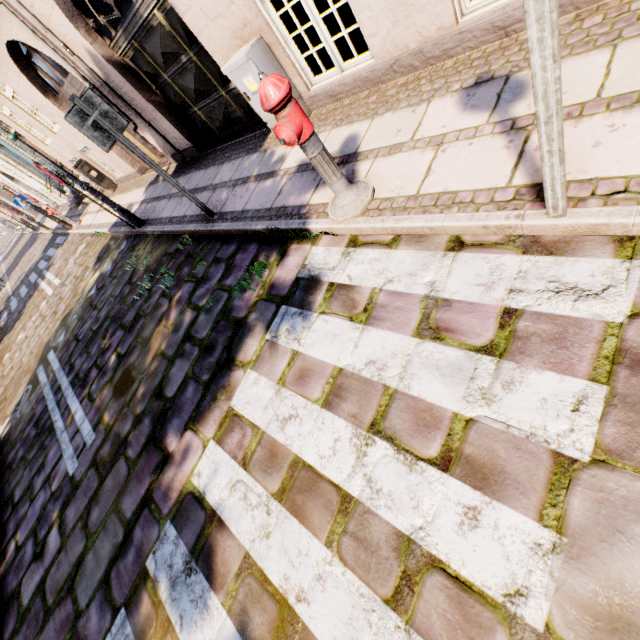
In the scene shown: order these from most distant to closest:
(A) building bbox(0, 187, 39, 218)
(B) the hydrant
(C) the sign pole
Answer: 1. (A) building bbox(0, 187, 39, 218)
2. (B) the hydrant
3. (C) the sign pole

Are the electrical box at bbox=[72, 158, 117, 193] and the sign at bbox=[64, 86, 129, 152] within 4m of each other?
no

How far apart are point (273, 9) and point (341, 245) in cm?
300

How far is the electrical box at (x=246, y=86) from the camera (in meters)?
3.82

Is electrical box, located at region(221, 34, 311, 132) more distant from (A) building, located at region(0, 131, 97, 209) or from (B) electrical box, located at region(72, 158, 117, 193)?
(B) electrical box, located at region(72, 158, 117, 193)

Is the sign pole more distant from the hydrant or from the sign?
the sign

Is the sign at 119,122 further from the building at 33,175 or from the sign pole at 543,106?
the sign pole at 543,106

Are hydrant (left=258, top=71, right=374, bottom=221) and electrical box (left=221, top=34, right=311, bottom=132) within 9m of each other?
yes
